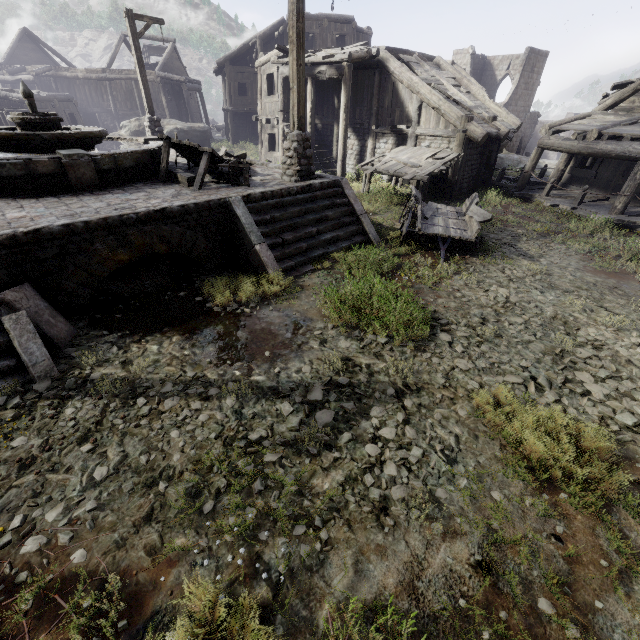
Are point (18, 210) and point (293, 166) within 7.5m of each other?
yes

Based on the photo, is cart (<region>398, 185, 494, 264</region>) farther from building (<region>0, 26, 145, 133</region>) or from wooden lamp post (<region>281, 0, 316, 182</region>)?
wooden lamp post (<region>281, 0, 316, 182</region>)

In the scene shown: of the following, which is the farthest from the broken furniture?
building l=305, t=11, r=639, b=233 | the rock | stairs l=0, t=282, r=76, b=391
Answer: the rock

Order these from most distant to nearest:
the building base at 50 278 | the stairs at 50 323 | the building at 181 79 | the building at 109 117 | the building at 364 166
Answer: the building at 181 79, the building at 109 117, the building at 364 166, the building base at 50 278, the stairs at 50 323

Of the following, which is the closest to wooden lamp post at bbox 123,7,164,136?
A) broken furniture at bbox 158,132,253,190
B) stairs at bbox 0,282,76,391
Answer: broken furniture at bbox 158,132,253,190

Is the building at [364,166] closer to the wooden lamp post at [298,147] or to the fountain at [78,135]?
the wooden lamp post at [298,147]

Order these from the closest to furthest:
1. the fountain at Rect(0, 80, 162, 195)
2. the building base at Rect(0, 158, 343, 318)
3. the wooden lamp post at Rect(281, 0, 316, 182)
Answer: the building base at Rect(0, 158, 343, 318)
the fountain at Rect(0, 80, 162, 195)
the wooden lamp post at Rect(281, 0, 316, 182)

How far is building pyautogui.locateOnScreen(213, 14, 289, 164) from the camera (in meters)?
17.25
